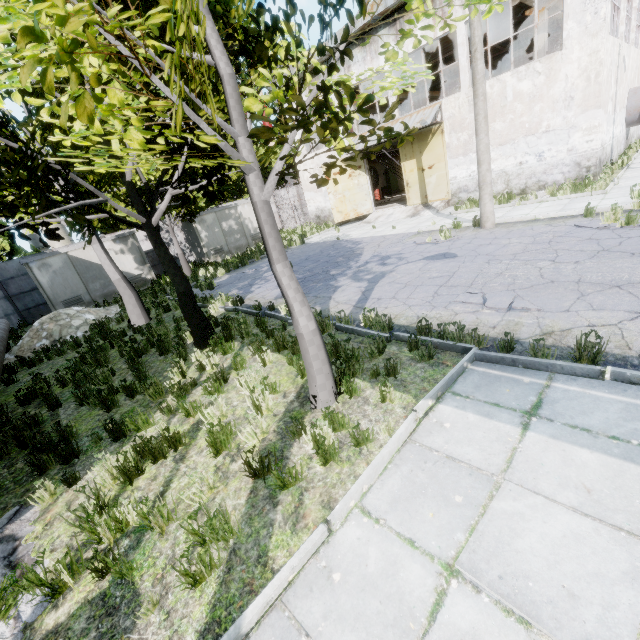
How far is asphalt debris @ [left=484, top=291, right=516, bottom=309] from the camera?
6.0 meters

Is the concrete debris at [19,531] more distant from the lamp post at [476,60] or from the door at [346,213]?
the door at [346,213]

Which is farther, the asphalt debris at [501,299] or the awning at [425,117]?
the awning at [425,117]

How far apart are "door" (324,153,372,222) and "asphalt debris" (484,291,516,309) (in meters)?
16.41

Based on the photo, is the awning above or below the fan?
above

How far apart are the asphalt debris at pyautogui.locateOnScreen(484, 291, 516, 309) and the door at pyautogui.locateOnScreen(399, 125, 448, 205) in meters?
13.5 m

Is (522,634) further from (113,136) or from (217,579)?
(113,136)

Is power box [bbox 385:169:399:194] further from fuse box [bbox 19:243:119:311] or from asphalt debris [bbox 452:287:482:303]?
asphalt debris [bbox 452:287:482:303]
